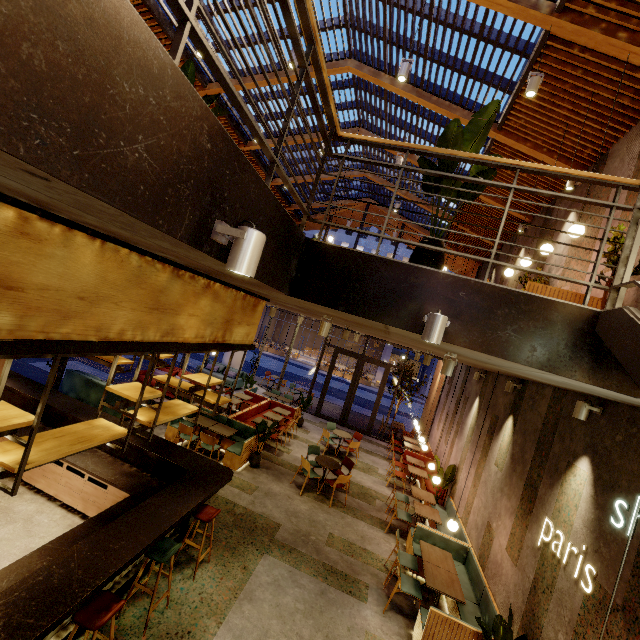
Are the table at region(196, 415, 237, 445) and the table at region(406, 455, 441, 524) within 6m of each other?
yes

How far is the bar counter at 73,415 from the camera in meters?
6.5

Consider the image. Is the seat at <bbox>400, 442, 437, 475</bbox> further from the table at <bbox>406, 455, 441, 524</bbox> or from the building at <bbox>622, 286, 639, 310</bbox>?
the table at <bbox>406, 455, 441, 524</bbox>

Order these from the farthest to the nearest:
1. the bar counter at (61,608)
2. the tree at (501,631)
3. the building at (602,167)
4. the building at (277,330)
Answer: the building at (277,330)
the building at (602,167)
the tree at (501,631)
the bar counter at (61,608)

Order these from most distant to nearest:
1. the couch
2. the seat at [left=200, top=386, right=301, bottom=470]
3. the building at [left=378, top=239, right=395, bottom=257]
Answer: the building at [left=378, top=239, right=395, bottom=257]
the couch
the seat at [left=200, top=386, right=301, bottom=470]

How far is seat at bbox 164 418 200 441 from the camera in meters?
9.1

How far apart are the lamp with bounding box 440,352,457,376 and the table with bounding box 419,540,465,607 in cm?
368

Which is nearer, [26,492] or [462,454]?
[26,492]
